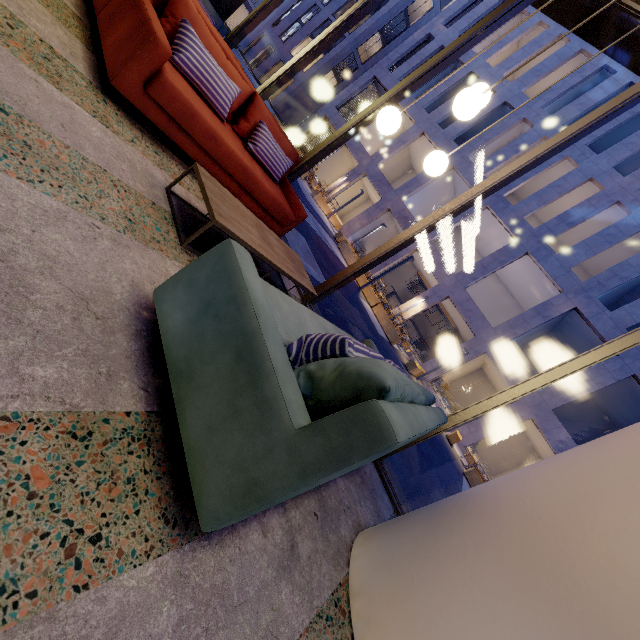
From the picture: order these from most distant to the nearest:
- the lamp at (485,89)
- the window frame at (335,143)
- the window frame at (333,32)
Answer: the window frame at (333,32) → the window frame at (335,143) → the lamp at (485,89)

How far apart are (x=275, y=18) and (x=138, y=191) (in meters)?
54.28

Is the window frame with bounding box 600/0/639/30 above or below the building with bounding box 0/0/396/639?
above

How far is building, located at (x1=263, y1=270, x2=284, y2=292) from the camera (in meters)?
3.36

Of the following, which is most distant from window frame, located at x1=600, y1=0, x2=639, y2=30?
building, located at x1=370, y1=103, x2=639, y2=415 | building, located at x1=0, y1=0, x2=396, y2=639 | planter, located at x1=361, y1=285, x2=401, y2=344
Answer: building, located at x1=370, y1=103, x2=639, y2=415

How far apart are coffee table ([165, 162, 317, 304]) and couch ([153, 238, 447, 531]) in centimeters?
53cm

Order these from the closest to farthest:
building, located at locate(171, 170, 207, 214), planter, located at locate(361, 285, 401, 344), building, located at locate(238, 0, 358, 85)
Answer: building, located at locate(171, 170, 207, 214) → planter, located at locate(361, 285, 401, 344) → building, located at locate(238, 0, 358, 85)

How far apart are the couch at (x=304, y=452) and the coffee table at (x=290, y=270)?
0.5m
